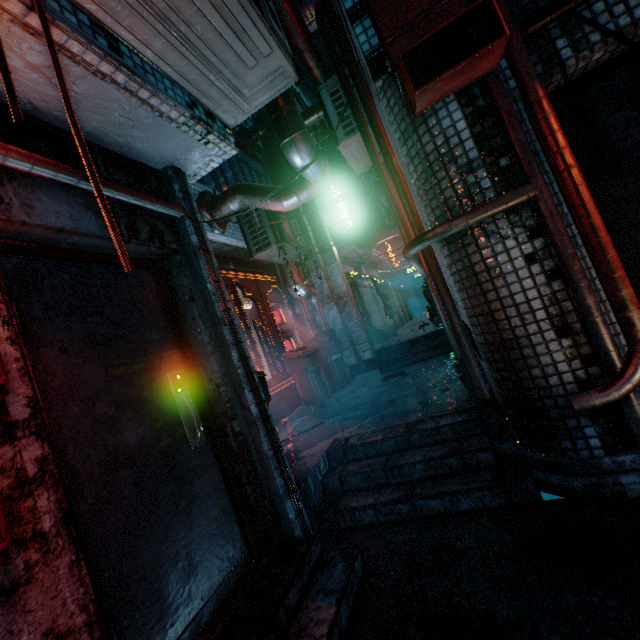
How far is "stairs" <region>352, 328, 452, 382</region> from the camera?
6.0m

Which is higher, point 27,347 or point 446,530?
point 27,347

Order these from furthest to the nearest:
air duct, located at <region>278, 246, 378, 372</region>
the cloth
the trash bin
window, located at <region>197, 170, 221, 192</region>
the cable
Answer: the cloth < air duct, located at <region>278, 246, 378, 372</region> < the trash bin < window, located at <region>197, 170, 221, 192</region> < the cable

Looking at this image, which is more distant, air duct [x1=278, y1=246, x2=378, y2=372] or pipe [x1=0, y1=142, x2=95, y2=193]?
air duct [x1=278, y1=246, x2=378, y2=372]

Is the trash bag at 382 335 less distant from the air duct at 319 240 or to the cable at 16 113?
the air duct at 319 240

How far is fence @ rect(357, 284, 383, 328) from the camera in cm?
925

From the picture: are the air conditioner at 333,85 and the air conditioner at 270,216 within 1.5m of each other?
yes

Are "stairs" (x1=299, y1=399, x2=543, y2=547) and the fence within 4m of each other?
no
